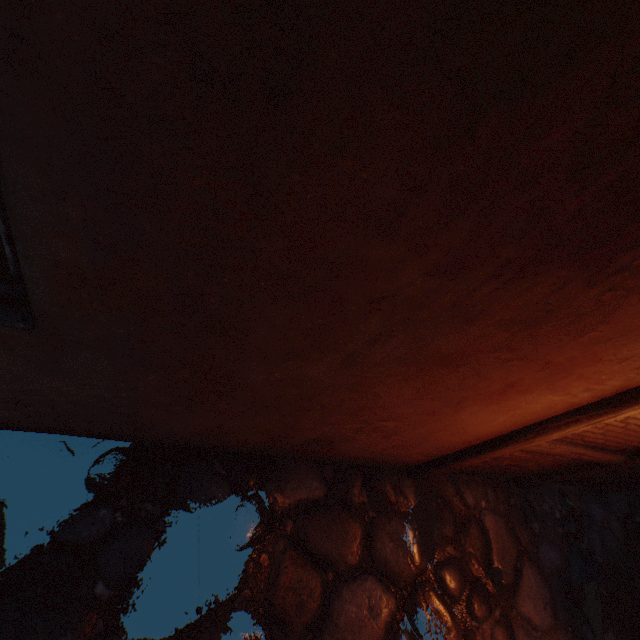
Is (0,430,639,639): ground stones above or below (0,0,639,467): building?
below

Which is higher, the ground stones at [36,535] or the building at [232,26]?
the building at [232,26]

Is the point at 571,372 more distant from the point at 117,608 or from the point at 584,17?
the point at 117,608

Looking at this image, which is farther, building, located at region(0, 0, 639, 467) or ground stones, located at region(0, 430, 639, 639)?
ground stones, located at region(0, 430, 639, 639)

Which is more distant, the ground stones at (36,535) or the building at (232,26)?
the ground stones at (36,535)
